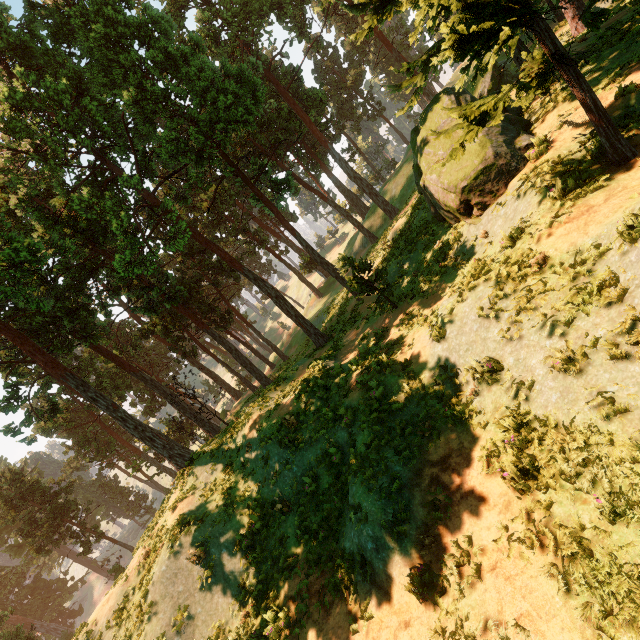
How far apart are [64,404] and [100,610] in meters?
56.4

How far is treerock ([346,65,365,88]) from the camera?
58.3m

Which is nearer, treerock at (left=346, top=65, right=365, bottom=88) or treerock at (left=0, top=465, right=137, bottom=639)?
treerock at (left=0, top=465, right=137, bottom=639)

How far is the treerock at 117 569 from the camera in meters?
14.9

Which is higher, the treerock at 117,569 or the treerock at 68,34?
the treerock at 68,34
